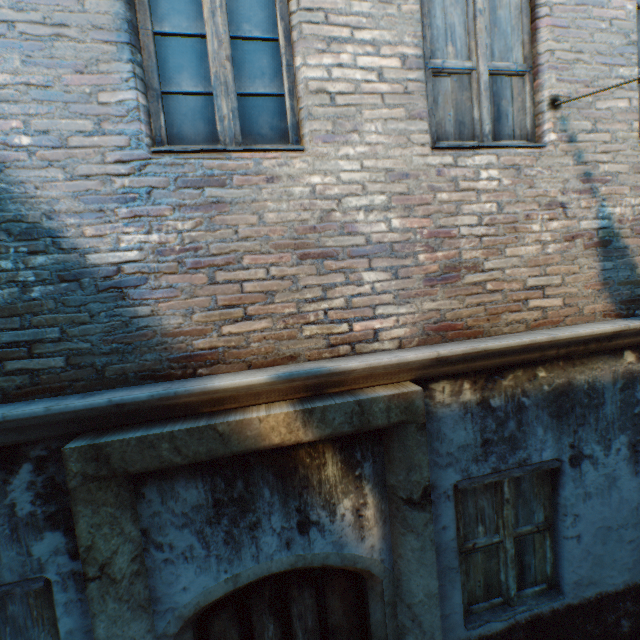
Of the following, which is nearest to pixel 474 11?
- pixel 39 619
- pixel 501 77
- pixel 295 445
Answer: pixel 501 77
